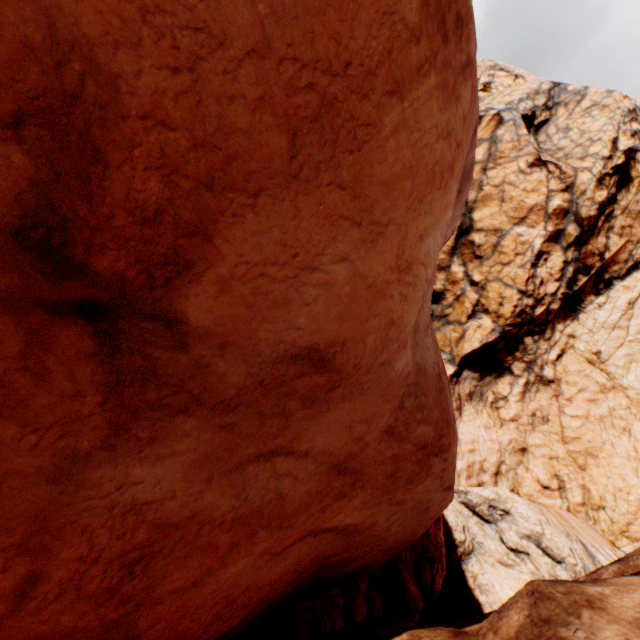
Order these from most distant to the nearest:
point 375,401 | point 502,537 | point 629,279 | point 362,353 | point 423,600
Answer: point 629,279 → point 502,537 → point 423,600 → point 375,401 → point 362,353
